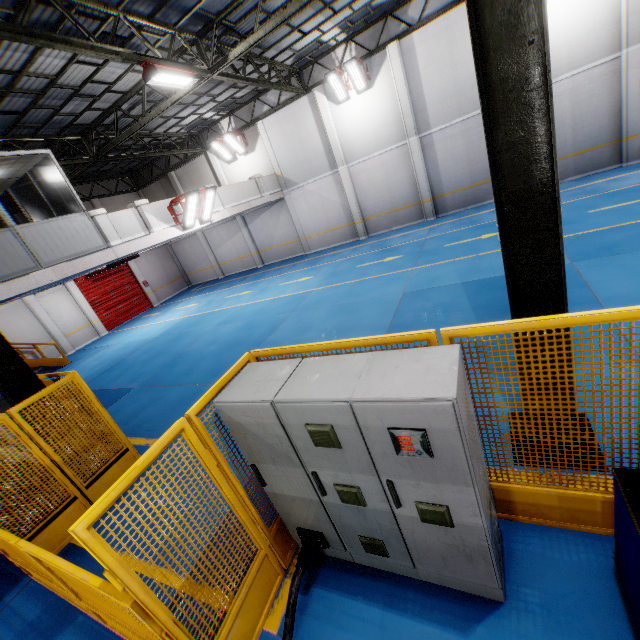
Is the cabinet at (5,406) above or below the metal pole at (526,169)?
below

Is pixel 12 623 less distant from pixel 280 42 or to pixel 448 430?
pixel 448 430

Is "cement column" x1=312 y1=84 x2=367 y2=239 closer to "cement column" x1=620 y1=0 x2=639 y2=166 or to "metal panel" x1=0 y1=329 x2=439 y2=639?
"cement column" x1=620 y1=0 x2=639 y2=166

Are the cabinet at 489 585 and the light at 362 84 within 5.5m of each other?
no

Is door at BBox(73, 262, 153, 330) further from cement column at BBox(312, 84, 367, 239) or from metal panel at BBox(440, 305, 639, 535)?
cement column at BBox(312, 84, 367, 239)

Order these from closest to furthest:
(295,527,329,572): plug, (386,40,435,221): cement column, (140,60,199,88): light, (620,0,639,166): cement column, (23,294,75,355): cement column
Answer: (295,527,329,572): plug < (140,60,199,88): light < (620,0,639,166): cement column < (386,40,435,221): cement column < (23,294,75,355): cement column

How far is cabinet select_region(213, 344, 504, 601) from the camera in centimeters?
212cm

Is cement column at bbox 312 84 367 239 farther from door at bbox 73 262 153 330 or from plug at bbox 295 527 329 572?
plug at bbox 295 527 329 572
